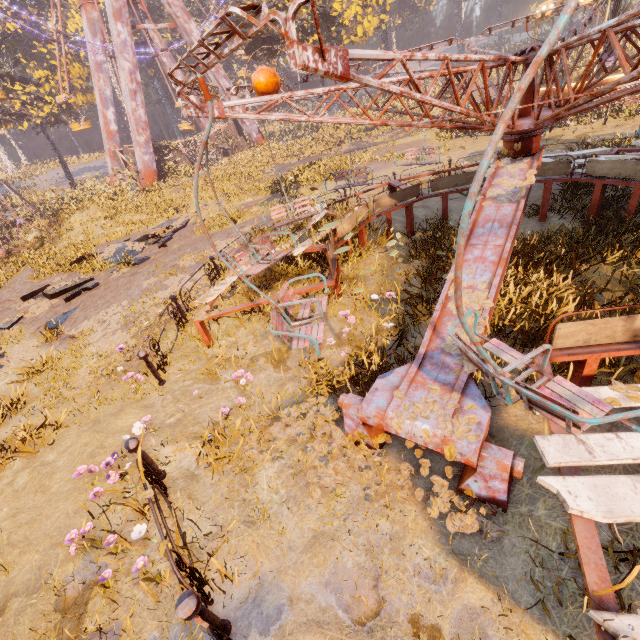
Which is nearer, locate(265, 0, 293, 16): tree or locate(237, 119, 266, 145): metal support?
locate(265, 0, 293, 16): tree

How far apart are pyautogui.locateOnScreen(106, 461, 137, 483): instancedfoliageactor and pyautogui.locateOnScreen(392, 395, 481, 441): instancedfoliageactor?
3.28m

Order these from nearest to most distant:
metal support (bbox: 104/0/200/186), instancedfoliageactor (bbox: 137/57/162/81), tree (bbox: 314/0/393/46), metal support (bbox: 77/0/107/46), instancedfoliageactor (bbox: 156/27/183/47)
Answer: tree (bbox: 314/0/393/46) → metal support (bbox: 104/0/200/186) → metal support (bbox: 77/0/107/46) → instancedfoliageactor (bbox: 156/27/183/47) → instancedfoliageactor (bbox: 137/57/162/81)

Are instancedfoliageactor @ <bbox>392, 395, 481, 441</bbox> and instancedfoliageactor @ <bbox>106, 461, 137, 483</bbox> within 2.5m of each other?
no

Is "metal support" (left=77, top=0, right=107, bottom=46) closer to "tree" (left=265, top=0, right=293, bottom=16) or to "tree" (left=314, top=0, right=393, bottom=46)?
"tree" (left=265, top=0, right=293, bottom=16)

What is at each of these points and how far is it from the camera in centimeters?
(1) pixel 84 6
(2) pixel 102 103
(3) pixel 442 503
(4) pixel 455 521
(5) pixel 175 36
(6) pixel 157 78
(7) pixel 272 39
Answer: (1) metal support, 2939cm
(2) metal support, 3231cm
(3) instancedfoliageactor, 317cm
(4) instancedfoliageactor, 301cm
(5) instancedfoliageactor, 4931cm
(6) instancedfoliageactor, 5653cm
(7) tree, 2731cm

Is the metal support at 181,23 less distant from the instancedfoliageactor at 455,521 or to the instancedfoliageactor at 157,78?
Result: the instancedfoliageactor at 157,78

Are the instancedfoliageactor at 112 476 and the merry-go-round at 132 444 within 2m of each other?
yes
